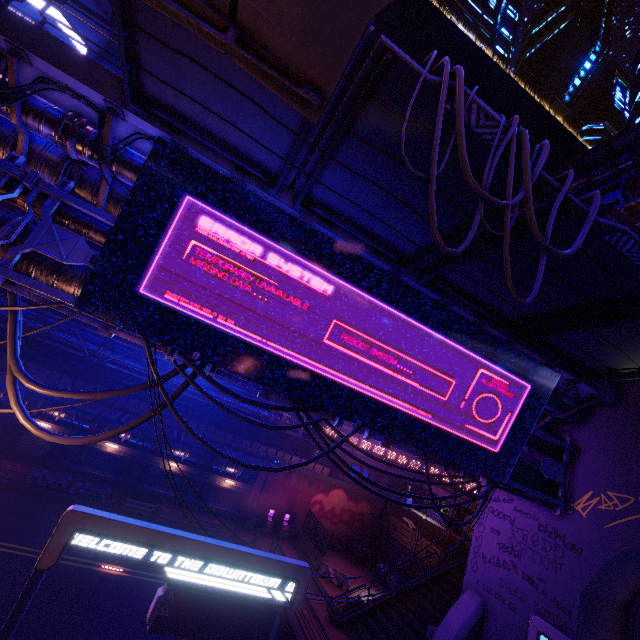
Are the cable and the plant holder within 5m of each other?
no

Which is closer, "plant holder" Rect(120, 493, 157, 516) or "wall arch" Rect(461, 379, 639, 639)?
"wall arch" Rect(461, 379, 639, 639)

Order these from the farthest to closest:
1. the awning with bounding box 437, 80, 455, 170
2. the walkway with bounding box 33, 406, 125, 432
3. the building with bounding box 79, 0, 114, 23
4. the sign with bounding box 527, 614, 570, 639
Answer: the building with bounding box 79, 0, 114, 23 → the walkway with bounding box 33, 406, 125, 432 → the sign with bounding box 527, 614, 570, 639 → the awning with bounding box 437, 80, 455, 170

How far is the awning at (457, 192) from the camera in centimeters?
624cm

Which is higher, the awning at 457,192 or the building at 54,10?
the building at 54,10

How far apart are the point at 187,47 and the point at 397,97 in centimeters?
404cm

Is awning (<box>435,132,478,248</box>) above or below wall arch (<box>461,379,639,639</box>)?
above

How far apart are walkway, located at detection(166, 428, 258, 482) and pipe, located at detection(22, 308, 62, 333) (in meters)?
2.79
